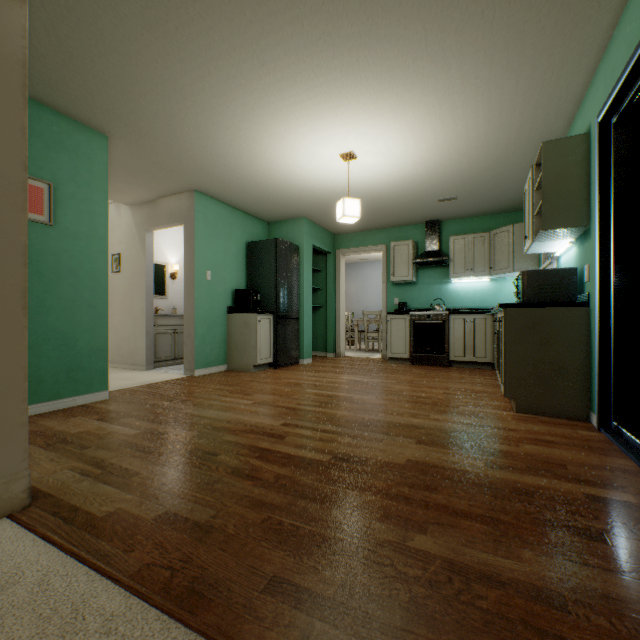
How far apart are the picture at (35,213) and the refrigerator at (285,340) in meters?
2.7

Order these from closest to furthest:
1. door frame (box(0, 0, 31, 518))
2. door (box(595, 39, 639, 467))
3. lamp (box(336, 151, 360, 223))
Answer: door frame (box(0, 0, 31, 518)), door (box(595, 39, 639, 467)), lamp (box(336, 151, 360, 223))

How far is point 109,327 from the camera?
5.16m

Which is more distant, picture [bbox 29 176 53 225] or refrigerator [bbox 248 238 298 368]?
Result: refrigerator [bbox 248 238 298 368]

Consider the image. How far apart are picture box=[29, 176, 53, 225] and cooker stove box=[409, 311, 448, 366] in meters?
4.6

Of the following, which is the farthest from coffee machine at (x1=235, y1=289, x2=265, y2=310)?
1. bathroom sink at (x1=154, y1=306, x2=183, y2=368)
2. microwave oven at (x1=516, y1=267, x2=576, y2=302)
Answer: microwave oven at (x1=516, y1=267, x2=576, y2=302)

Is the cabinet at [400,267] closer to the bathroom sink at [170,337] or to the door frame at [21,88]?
Result: the bathroom sink at [170,337]

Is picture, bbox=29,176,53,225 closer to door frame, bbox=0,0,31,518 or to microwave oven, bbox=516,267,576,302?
door frame, bbox=0,0,31,518
